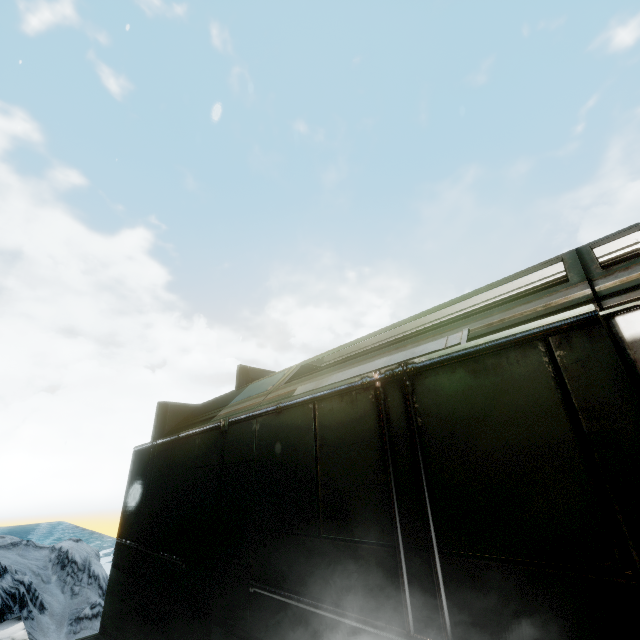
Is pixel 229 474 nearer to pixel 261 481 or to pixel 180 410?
pixel 261 481
